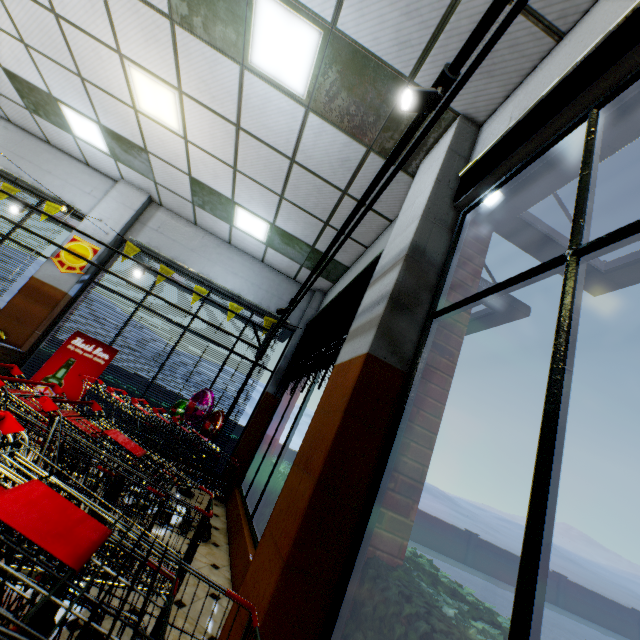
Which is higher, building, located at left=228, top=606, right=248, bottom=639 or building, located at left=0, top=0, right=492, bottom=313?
building, located at left=0, top=0, right=492, bottom=313

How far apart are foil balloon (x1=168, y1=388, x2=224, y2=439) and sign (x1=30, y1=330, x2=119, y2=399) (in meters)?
1.45

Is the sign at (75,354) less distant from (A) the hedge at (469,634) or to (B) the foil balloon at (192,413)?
(B) the foil balloon at (192,413)

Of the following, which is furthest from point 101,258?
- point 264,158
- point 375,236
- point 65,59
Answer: point 375,236

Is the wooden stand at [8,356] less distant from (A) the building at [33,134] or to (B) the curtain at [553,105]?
(A) the building at [33,134]

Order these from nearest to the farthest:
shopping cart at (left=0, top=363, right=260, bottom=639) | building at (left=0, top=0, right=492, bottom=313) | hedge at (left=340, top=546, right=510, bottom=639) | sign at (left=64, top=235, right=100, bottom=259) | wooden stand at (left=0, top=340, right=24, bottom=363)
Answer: shopping cart at (left=0, top=363, right=260, bottom=639) → hedge at (left=340, top=546, right=510, bottom=639) → building at (left=0, top=0, right=492, bottom=313) → wooden stand at (left=0, top=340, right=24, bottom=363) → sign at (left=64, top=235, right=100, bottom=259)

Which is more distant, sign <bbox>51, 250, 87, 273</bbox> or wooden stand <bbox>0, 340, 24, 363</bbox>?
sign <bbox>51, 250, 87, 273</bbox>

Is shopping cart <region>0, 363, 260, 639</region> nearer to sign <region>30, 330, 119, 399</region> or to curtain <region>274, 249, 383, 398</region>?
curtain <region>274, 249, 383, 398</region>
